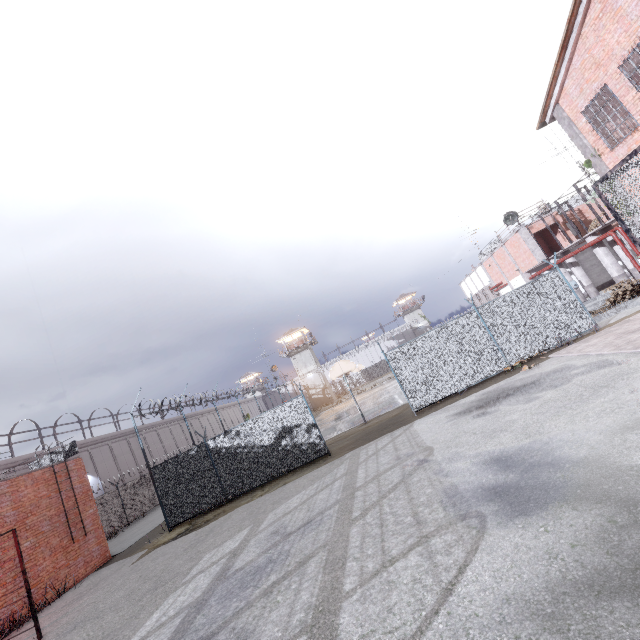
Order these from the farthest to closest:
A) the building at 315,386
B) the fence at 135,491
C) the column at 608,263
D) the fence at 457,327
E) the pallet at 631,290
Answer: the building at 315,386 → the column at 608,263 → the pallet at 631,290 → the fence at 135,491 → the fence at 457,327

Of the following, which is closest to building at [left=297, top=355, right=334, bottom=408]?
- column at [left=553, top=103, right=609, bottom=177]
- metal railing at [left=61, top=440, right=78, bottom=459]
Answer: metal railing at [left=61, top=440, right=78, bottom=459]

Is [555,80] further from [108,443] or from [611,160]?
[108,443]

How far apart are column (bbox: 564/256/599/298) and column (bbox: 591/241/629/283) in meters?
3.9

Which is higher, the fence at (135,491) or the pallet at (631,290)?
the fence at (135,491)

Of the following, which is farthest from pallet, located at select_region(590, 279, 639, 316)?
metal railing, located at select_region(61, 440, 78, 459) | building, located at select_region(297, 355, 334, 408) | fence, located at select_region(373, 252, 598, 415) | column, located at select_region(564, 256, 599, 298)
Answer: building, located at select_region(297, 355, 334, 408)

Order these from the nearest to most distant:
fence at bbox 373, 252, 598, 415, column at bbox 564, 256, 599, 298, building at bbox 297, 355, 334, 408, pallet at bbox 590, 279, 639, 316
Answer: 1. fence at bbox 373, 252, 598, 415
2. pallet at bbox 590, 279, 639, 316
3. column at bbox 564, 256, 599, 298
4. building at bbox 297, 355, 334, 408

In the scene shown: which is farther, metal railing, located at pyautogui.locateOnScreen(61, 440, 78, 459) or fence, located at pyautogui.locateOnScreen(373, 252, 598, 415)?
metal railing, located at pyautogui.locateOnScreen(61, 440, 78, 459)
